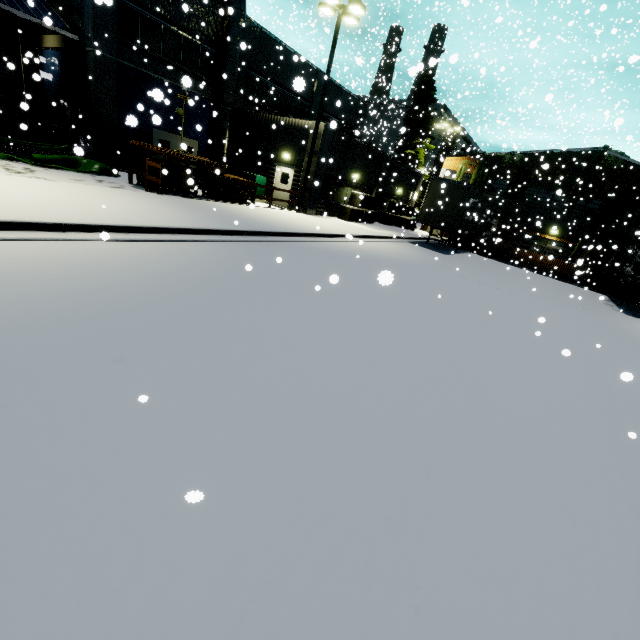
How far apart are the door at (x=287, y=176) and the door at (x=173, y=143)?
5.4m

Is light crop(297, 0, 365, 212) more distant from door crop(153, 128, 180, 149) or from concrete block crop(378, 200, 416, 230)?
concrete block crop(378, 200, 416, 230)

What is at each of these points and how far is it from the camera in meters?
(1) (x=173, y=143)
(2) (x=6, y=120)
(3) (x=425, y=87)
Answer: (1) door, 19.7 m
(2) roll-up door, 19.0 m
(3) tree, 31.9 m

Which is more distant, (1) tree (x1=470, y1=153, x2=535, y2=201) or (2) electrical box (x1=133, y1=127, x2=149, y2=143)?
(1) tree (x1=470, y1=153, x2=535, y2=201)

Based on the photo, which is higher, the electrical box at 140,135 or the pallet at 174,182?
the electrical box at 140,135

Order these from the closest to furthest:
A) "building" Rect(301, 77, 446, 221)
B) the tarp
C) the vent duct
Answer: the tarp, the vent duct, "building" Rect(301, 77, 446, 221)

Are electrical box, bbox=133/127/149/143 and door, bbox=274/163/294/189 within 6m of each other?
no

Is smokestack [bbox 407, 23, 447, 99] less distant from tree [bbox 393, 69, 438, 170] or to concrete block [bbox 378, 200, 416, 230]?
tree [bbox 393, 69, 438, 170]
